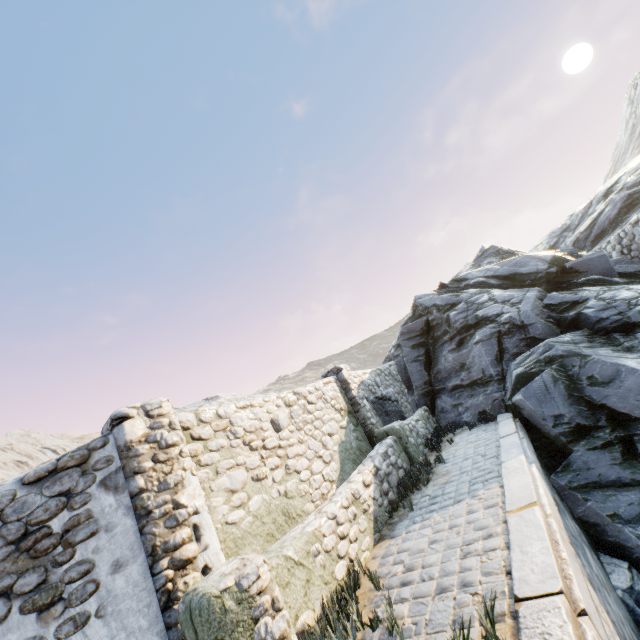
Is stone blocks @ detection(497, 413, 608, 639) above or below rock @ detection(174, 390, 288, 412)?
below

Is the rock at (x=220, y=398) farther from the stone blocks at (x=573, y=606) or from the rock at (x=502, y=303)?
the rock at (x=502, y=303)

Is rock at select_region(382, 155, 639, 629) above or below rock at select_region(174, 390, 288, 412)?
below

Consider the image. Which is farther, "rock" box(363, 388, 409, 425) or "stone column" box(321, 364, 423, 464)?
"rock" box(363, 388, 409, 425)

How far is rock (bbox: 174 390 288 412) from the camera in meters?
14.6 m

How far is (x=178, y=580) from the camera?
3.3m

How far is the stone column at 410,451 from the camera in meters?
7.9

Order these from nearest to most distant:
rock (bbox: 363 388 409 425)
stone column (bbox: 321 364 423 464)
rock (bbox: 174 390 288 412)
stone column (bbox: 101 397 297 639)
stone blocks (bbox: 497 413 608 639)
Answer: stone blocks (bbox: 497 413 608 639) < stone column (bbox: 101 397 297 639) < stone column (bbox: 321 364 423 464) < rock (bbox: 363 388 409 425) < rock (bbox: 174 390 288 412)
